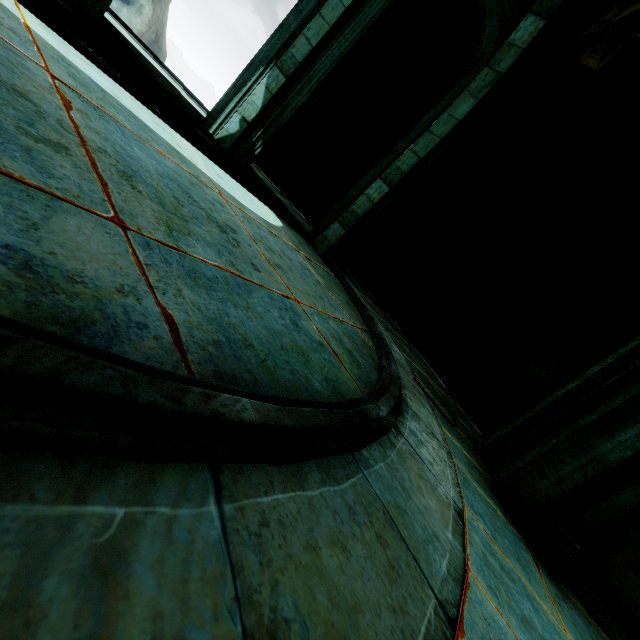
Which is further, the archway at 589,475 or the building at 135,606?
the archway at 589,475

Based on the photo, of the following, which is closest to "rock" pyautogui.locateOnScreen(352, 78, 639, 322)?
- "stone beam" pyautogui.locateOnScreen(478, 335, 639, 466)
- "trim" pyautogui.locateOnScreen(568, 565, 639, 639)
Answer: "stone beam" pyautogui.locateOnScreen(478, 335, 639, 466)

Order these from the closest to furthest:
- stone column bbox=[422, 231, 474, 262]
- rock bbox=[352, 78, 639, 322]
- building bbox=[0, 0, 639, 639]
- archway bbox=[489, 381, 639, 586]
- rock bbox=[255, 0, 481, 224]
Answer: building bbox=[0, 0, 639, 639] → archway bbox=[489, 381, 639, 586] → rock bbox=[352, 78, 639, 322] → rock bbox=[255, 0, 481, 224] → stone column bbox=[422, 231, 474, 262]

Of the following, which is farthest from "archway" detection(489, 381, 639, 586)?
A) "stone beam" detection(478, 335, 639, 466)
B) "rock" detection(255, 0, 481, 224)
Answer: "rock" detection(255, 0, 481, 224)

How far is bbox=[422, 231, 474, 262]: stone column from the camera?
9.1 meters

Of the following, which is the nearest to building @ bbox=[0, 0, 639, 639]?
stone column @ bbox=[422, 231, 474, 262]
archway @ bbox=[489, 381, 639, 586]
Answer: archway @ bbox=[489, 381, 639, 586]

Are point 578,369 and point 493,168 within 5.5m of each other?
yes

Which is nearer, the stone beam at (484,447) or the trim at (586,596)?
the trim at (586,596)
